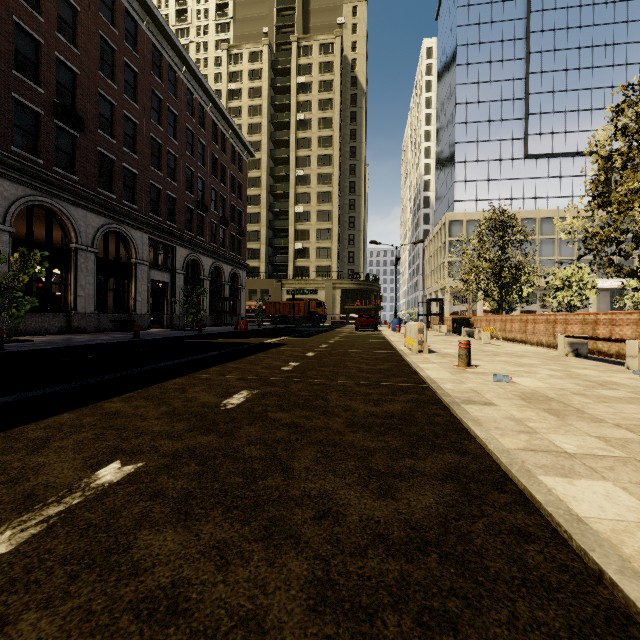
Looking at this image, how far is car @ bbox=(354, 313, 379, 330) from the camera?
24.3 meters

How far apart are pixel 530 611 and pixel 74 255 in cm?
1950

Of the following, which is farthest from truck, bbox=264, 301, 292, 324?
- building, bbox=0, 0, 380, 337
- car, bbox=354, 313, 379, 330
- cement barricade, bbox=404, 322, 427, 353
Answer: cement barricade, bbox=404, 322, 427, 353

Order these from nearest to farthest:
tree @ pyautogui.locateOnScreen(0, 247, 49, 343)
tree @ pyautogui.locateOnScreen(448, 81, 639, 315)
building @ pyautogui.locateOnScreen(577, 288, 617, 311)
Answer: tree @ pyautogui.locateOnScreen(448, 81, 639, 315)
tree @ pyautogui.locateOnScreen(0, 247, 49, 343)
building @ pyautogui.locateOnScreen(577, 288, 617, 311)

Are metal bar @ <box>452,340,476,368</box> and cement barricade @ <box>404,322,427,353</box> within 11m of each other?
yes

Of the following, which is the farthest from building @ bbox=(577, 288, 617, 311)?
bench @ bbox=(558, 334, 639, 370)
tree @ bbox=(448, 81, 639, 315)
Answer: bench @ bbox=(558, 334, 639, 370)

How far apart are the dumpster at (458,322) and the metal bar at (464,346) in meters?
13.9

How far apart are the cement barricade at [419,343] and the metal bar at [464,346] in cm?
219
